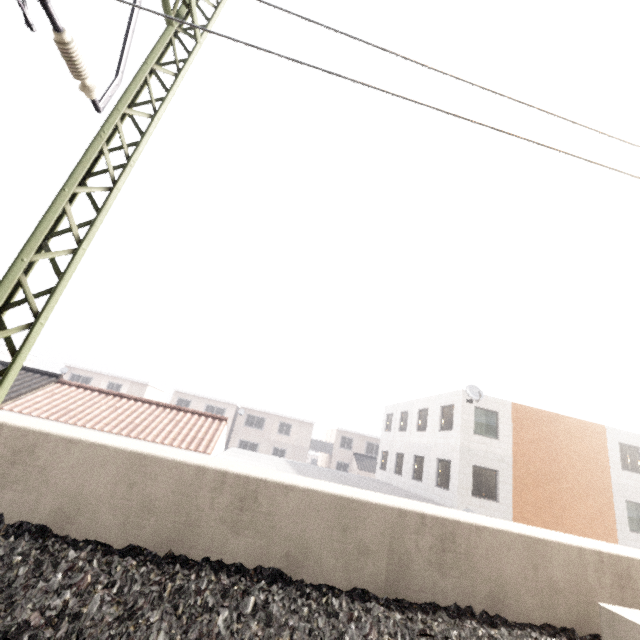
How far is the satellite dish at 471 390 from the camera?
16.98m

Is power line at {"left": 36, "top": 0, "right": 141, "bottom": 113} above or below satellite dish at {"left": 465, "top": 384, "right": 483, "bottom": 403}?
below

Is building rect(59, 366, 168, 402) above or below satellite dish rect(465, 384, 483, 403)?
below

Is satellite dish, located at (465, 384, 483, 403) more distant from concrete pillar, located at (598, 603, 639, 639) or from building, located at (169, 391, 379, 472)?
building, located at (169, 391, 379, 472)

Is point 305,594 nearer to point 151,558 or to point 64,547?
point 151,558

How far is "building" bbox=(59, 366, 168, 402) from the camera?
36.7m

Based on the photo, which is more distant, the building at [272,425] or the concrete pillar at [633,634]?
the building at [272,425]

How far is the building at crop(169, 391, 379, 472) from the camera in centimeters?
3816cm
